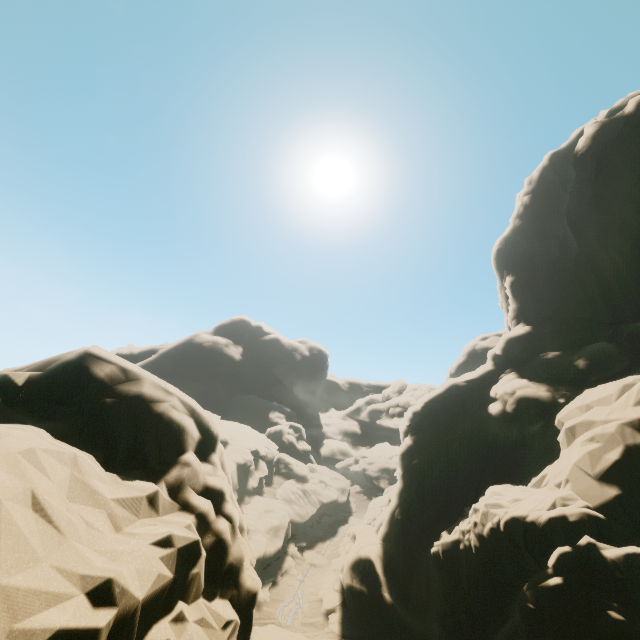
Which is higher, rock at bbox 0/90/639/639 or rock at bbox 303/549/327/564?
rock at bbox 0/90/639/639

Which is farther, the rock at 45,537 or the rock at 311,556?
the rock at 311,556

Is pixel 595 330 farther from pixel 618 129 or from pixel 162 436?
pixel 162 436

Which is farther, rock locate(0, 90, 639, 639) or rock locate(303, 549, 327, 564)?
rock locate(303, 549, 327, 564)

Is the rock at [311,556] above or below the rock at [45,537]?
below

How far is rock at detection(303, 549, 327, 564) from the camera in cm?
3400
